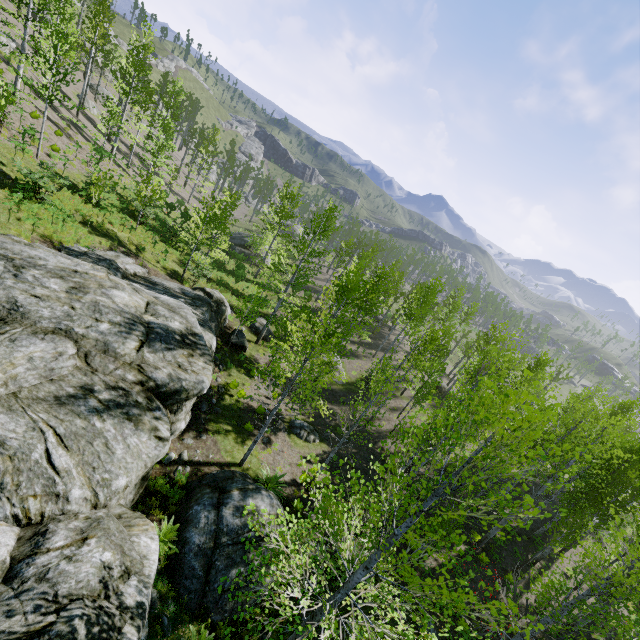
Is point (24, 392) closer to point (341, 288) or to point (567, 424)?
point (341, 288)

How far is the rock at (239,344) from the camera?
20.0m

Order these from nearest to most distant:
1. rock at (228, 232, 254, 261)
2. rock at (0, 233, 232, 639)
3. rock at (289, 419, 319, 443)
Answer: rock at (0, 233, 232, 639) < rock at (289, 419, 319, 443) < rock at (228, 232, 254, 261)

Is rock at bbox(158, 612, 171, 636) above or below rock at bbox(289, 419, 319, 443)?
above

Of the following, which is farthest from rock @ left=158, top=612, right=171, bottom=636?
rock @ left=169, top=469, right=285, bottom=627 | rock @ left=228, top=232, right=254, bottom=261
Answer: rock @ left=228, top=232, right=254, bottom=261

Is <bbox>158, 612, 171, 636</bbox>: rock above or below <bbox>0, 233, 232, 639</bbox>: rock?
below

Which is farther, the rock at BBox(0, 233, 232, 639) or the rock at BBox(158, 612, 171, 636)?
the rock at BBox(158, 612, 171, 636)

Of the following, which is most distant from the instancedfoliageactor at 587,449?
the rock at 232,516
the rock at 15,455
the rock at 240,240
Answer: the rock at 240,240
